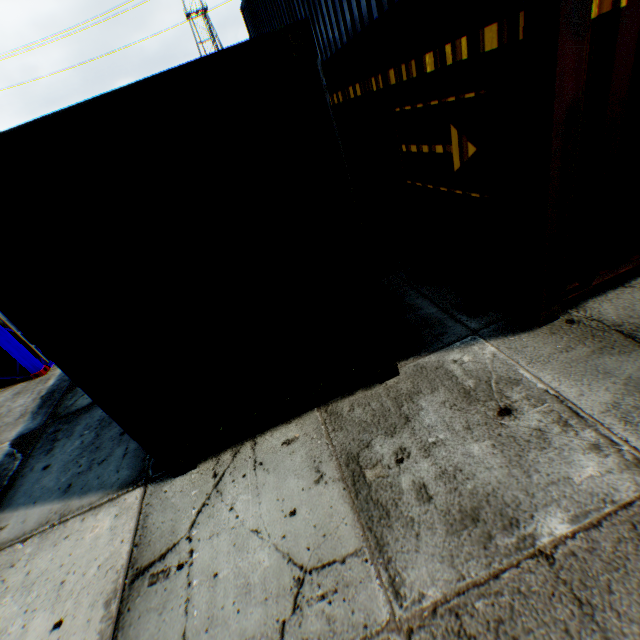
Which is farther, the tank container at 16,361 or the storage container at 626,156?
the tank container at 16,361

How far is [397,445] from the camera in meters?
2.8

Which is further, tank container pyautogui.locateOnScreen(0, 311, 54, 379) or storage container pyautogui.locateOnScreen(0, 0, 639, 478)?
tank container pyautogui.locateOnScreen(0, 311, 54, 379)
